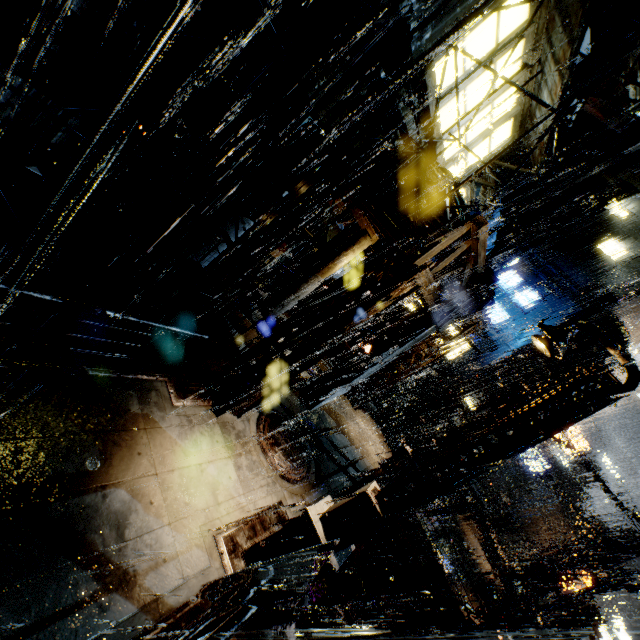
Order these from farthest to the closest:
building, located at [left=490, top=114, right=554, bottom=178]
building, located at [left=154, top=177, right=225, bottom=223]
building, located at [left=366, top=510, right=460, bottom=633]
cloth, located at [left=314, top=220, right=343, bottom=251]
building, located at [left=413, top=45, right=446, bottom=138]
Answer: building, located at [left=366, top=510, right=460, bottom=633] → cloth, located at [left=314, top=220, right=343, bottom=251] → building, located at [left=154, top=177, right=225, bottom=223] → building, located at [left=490, top=114, right=554, bottom=178] → building, located at [left=413, top=45, right=446, bottom=138]

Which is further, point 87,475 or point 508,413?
point 508,413

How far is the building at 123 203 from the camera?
10.76m

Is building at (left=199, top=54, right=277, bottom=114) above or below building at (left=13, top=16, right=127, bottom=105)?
above

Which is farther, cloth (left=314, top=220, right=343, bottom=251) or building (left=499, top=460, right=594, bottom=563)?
building (left=499, top=460, right=594, bottom=563)

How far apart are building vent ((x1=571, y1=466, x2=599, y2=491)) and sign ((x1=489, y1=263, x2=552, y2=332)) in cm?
5245

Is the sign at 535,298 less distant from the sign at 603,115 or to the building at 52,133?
the building at 52,133

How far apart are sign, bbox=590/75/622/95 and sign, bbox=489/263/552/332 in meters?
12.4
